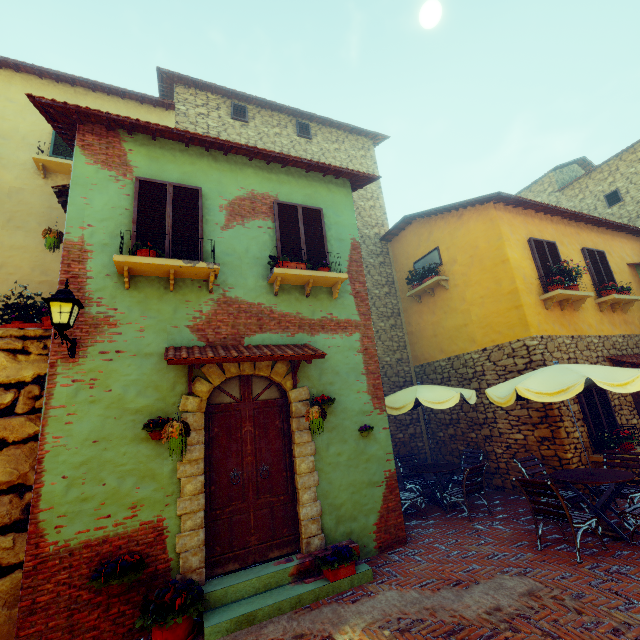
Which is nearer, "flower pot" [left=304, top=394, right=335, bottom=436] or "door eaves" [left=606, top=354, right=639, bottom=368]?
"flower pot" [left=304, top=394, right=335, bottom=436]

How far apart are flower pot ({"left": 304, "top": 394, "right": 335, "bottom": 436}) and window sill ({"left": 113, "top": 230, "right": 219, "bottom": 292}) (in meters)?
2.62

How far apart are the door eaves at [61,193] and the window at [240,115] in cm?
605

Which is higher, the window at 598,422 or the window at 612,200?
the window at 612,200

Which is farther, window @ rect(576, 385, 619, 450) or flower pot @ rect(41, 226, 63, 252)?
window @ rect(576, 385, 619, 450)

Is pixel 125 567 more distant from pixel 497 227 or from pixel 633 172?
pixel 633 172

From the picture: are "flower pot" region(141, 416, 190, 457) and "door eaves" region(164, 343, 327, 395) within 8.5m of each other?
yes

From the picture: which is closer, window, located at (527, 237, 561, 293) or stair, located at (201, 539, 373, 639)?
stair, located at (201, 539, 373, 639)
